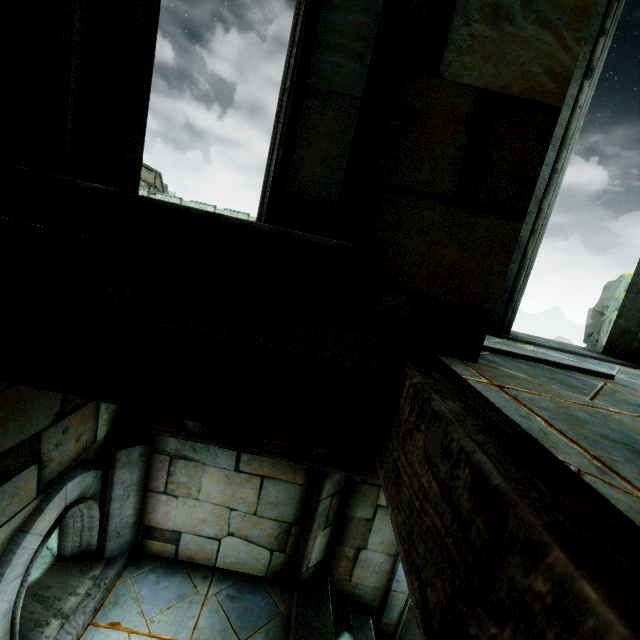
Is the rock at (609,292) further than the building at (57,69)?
Yes

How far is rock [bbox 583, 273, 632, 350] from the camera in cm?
3594

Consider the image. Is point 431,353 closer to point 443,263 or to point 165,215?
point 443,263

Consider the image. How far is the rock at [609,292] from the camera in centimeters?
3594cm

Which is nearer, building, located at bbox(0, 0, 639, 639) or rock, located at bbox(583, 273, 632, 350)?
building, located at bbox(0, 0, 639, 639)
